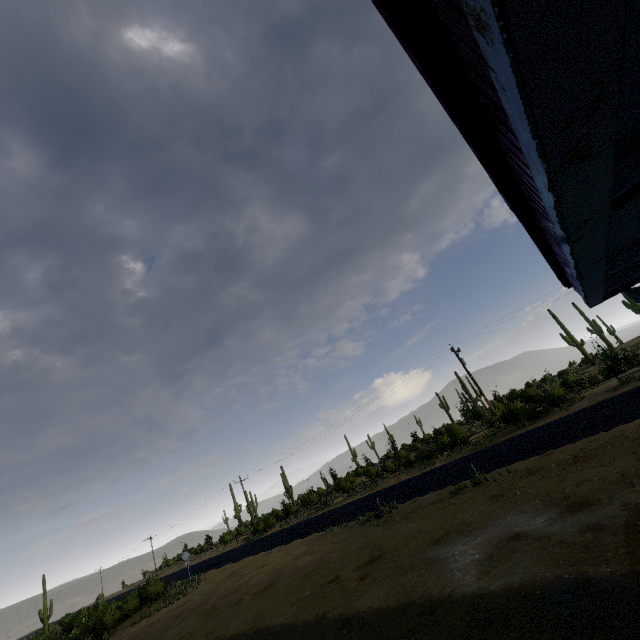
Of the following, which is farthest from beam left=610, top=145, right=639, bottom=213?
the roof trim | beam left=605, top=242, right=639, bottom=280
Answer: beam left=605, top=242, right=639, bottom=280

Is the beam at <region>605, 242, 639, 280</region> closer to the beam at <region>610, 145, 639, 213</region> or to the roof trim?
the roof trim

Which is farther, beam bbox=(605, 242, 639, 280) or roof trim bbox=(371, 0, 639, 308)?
beam bbox=(605, 242, 639, 280)

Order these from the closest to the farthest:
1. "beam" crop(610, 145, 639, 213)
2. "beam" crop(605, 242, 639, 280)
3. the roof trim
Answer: the roof trim, "beam" crop(610, 145, 639, 213), "beam" crop(605, 242, 639, 280)

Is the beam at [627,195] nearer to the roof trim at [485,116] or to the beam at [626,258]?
the roof trim at [485,116]

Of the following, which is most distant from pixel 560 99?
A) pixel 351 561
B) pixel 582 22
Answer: pixel 351 561

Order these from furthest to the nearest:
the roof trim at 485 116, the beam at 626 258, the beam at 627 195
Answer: the beam at 626 258 → the beam at 627 195 → the roof trim at 485 116
